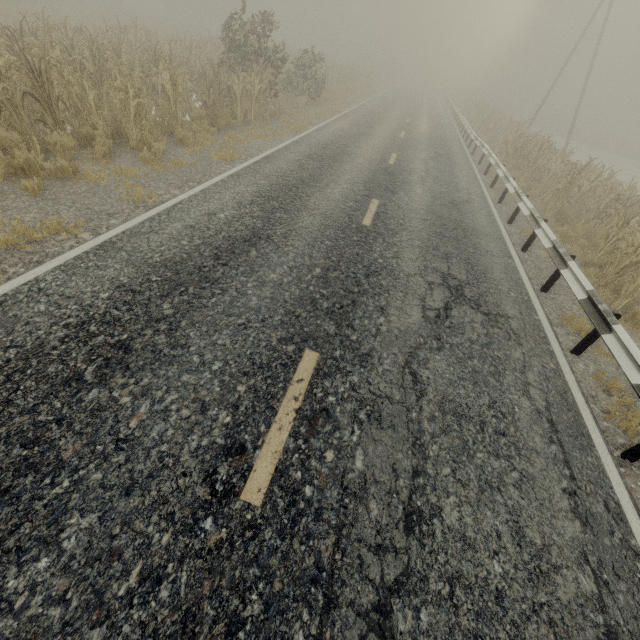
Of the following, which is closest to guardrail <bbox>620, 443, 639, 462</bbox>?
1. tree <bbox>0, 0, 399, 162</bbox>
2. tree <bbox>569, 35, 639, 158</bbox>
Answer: tree <bbox>0, 0, 399, 162</bbox>

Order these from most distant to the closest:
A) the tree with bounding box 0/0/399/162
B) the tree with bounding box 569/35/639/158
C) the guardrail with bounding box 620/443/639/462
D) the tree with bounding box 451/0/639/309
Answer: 1. the tree with bounding box 569/35/639/158
2. the tree with bounding box 451/0/639/309
3. the tree with bounding box 0/0/399/162
4. the guardrail with bounding box 620/443/639/462

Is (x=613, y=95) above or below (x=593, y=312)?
above

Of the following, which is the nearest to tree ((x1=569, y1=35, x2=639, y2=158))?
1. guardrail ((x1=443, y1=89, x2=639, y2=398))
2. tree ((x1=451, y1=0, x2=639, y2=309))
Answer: tree ((x1=451, y1=0, x2=639, y2=309))

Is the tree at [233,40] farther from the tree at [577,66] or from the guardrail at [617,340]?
the guardrail at [617,340]

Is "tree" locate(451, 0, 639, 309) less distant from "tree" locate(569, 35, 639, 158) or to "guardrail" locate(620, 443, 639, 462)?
"guardrail" locate(620, 443, 639, 462)

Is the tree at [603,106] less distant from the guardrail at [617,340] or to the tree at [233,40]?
the guardrail at [617,340]

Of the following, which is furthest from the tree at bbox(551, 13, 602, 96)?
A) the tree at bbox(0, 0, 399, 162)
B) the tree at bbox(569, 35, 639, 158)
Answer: the tree at bbox(569, 35, 639, 158)
